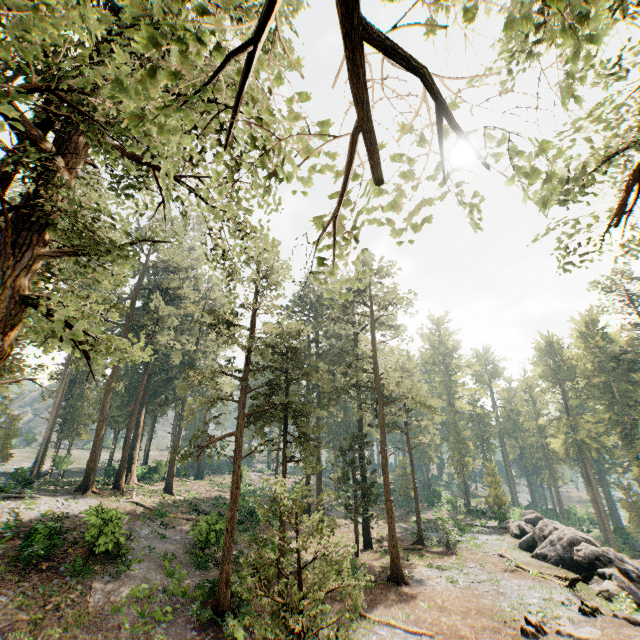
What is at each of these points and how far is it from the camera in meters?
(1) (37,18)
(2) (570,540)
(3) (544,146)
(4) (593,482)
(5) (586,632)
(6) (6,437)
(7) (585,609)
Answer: (1) foliage, 3.8 m
(2) rock, 25.5 m
(3) foliage, 2.5 m
(4) foliage, 46.9 m
(5) foliage, 14.8 m
(6) foliage, 34.3 m
(7) foliage, 16.8 m

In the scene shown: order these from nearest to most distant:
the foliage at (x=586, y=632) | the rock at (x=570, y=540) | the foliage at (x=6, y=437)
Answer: the foliage at (x=586, y=632), the rock at (x=570, y=540), the foliage at (x=6, y=437)

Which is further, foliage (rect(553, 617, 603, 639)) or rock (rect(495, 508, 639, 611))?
rock (rect(495, 508, 639, 611))

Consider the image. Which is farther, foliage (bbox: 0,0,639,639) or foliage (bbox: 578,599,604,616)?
foliage (bbox: 578,599,604,616)

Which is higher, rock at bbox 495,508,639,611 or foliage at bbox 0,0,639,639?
foliage at bbox 0,0,639,639

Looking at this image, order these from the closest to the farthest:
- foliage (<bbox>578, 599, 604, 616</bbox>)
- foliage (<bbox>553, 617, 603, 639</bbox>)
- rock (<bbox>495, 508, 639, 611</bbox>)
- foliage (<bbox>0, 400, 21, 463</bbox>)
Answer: foliage (<bbox>553, 617, 603, 639</bbox>) → foliage (<bbox>578, 599, 604, 616</bbox>) → rock (<bbox>495, 508, 639, 611</bbox>) → foliage (<bbox>0, 400, 21, 463</bbox>)

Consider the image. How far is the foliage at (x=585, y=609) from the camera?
16.73m
